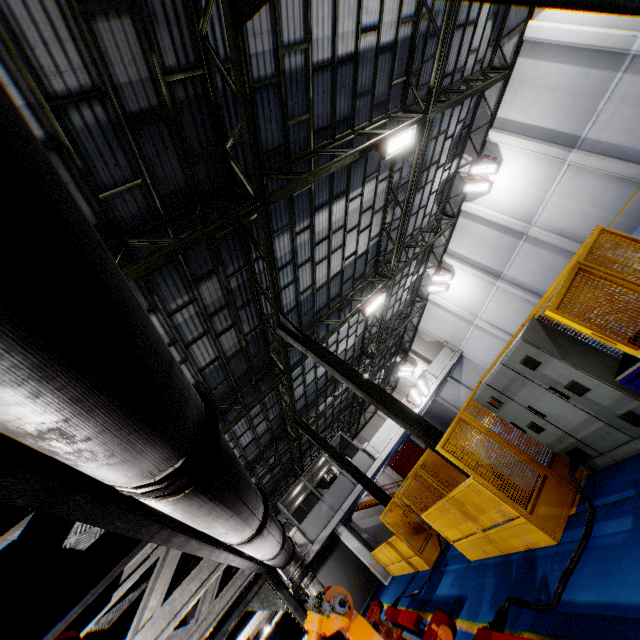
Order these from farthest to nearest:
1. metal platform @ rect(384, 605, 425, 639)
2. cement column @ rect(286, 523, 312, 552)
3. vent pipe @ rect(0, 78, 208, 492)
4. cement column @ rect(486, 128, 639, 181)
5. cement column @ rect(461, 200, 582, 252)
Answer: cement column @ rect(286, 523, 312, 552) < cement column @ rect(461, 200, 582, 252) < cement column @ rect(486, 128, 639, 181) < metal platform @ rect(384, 605, 425, 639) < vent pipe @ rect(0, 78, 208, 492)

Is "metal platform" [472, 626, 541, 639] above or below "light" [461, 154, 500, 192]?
below

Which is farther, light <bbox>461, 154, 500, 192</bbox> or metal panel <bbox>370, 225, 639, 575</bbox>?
light <bbox>461, 154, 500, 192</bbox>

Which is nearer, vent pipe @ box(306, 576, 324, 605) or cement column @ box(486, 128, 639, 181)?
vent pipe @ box(306, 576, 324, 605)

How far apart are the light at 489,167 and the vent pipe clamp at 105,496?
19.45m

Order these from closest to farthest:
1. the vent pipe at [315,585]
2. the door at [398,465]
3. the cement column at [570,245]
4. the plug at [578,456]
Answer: the plug at [578,456]
the vent pipe at [315,585]
the cement column at [570,245]
the door at [398,465]

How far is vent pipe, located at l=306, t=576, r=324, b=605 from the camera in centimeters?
1124cm

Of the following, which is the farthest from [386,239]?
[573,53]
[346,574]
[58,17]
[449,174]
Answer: [346,574]
